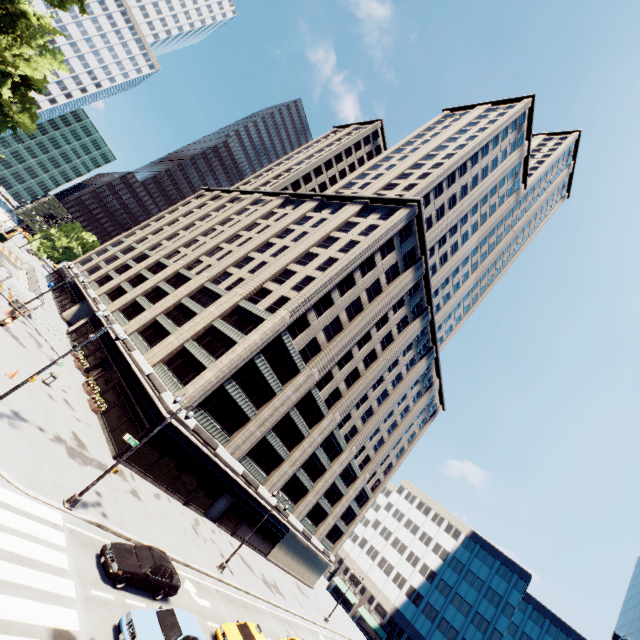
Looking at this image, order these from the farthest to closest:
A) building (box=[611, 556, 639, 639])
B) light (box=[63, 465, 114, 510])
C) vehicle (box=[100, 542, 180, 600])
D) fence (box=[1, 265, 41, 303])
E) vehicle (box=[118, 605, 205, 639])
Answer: building (box=[611, 556, 639, 639])
fence (box=[1, 265, 41, 303])
light (box=[63, 465, 114, 510])
vehicle (box=[100, 542, 180, 600])
vehicle (box=[118, 605, 205, 639])

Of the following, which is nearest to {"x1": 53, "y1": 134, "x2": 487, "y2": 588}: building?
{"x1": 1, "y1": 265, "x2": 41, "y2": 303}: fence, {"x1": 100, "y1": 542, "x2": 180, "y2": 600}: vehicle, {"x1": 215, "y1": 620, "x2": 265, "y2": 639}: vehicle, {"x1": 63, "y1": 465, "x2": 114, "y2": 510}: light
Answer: {"x1": 1, "y1": 265, "x2": 41, "y2": 303}: fence

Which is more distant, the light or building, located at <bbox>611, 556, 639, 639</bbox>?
building, located at <bbox>611, 556, 639, 639</bbox>

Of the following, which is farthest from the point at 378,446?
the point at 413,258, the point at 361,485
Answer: the point at 413,258

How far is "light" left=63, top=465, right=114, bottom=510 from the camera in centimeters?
1634cm

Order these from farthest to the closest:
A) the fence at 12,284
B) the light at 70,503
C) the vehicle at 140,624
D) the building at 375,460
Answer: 1. the fence at 12,284
2. the building at 375,460
3. the light at 70,503
4. the vehicle at 140,624

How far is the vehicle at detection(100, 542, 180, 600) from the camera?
15.0 meters

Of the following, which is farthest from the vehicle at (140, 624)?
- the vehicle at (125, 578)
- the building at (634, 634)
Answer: the building at (634, 634)
